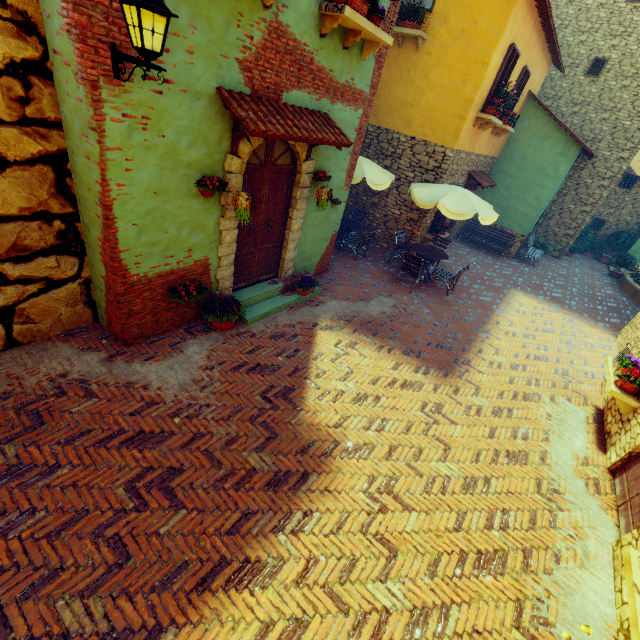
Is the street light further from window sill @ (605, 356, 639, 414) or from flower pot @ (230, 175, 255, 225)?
window sill @ (605, 356, 639, 414)

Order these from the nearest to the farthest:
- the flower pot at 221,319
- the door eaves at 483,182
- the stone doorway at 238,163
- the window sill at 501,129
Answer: the stone doorway at 238,163
the flower pot at 221,319
the window sill at 501,129
the door eaves at 483,182

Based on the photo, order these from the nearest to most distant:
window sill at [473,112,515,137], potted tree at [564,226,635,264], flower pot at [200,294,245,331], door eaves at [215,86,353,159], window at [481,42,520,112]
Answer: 1. door eaves at [215,86,353,159]
2. flower pot at [200,294,245,331]
3. window at [481,42,520,112]
4. window sill at [473,112,515,137]
5. potted tree at [564,226,635,264]

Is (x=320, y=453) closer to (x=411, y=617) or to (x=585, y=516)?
(x=411, y=617)

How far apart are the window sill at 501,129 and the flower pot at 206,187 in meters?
8.7

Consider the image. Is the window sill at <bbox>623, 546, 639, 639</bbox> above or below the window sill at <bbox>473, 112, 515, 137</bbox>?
below

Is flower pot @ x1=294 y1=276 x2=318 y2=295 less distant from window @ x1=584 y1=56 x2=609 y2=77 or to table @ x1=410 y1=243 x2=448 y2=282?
table @ x1=410 y1=243 x2=448 y2=282

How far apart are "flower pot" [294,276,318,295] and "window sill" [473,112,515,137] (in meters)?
7.24
